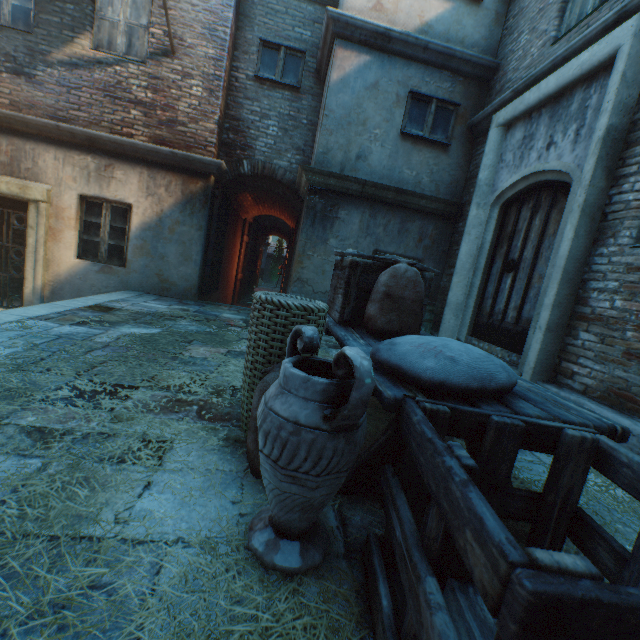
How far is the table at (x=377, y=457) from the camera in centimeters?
171cm

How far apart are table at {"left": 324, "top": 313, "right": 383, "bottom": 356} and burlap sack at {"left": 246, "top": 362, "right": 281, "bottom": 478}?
0.3m

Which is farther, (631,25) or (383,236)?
(383,236)

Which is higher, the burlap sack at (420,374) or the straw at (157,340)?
the burlap sack at (420,374)

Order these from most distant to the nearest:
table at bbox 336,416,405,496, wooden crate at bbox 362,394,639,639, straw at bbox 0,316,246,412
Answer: straw at bbox 0,316,246,412 → table at bbox 336,416,405,496 → wooden crate at bbox 362,394,639,639

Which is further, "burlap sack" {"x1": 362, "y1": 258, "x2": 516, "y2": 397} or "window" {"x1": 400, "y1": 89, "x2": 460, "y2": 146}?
"window" {"x1": 400, "y1": 89, "x2": 460, "y2": 146}

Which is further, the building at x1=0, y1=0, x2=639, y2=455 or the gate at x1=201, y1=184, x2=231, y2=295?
the gate at x1=201, y1=184, x2=231, y2=295

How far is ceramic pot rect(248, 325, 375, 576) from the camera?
1.1m
